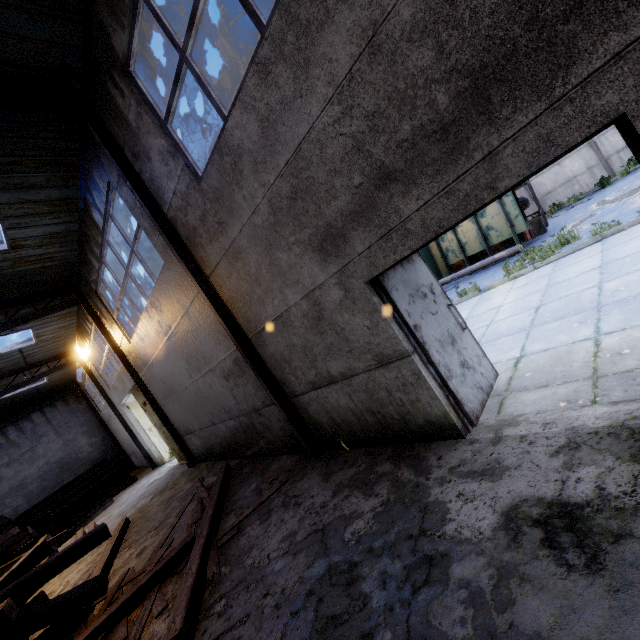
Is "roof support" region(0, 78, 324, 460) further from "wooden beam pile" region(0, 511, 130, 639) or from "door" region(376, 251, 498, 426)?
"door" region(376, 251, 498, 426)

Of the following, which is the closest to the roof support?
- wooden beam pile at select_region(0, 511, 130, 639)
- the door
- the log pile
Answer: wooden beam pile at select_region(0, 511, 130, 639)

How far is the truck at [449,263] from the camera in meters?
11.7

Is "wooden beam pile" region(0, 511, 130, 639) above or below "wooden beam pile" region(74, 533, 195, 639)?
above

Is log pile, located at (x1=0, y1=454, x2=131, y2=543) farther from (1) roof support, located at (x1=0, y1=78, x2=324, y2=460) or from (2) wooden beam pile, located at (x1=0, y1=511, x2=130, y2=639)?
(1) roof support, located at (x1=0, y1=78, x2=324, y2=460)

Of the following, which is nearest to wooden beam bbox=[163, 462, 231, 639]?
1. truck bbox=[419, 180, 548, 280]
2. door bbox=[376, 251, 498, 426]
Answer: door bbox=[376, 251, 498, 426]

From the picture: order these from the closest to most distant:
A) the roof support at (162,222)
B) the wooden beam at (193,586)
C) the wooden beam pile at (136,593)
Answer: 1. the wooden beam at (193,586)
2. the wooden beam pile at (136,593)
3. the roof support at (162,222)

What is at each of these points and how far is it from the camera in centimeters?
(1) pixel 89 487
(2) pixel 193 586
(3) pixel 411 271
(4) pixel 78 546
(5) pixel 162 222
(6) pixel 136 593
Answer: (1) log pile, 1833cm
(2) wooden beam, 402cm
(3) door, 431cm
(4) wooden beam pile, 564cm
(5) roof support, 573cm
(6) wooden beam pile, 477cm
